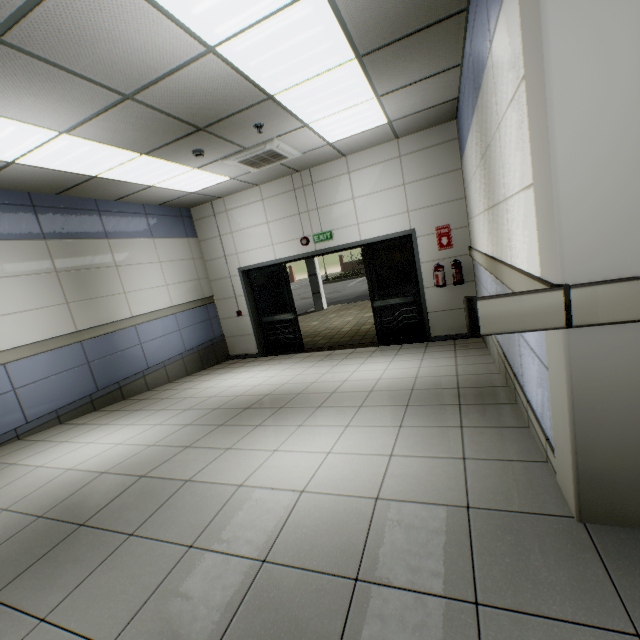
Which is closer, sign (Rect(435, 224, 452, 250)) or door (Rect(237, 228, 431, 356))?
sign (Rect(435, 224, 452, 250))

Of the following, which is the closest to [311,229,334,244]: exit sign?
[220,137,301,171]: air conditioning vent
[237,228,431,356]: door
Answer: [237,228,431,356]: door

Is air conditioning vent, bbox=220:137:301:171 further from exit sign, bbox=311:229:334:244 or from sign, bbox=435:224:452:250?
sign, bbox=435:224:452:250

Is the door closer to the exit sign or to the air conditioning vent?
the exit sign

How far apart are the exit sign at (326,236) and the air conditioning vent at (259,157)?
1.6 meters

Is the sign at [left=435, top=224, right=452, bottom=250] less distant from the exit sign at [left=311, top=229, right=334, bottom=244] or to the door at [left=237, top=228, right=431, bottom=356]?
the door at [left=237, top=228, right=431, bottom=356]

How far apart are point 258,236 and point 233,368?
3.0 meters

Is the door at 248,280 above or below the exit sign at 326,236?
below
